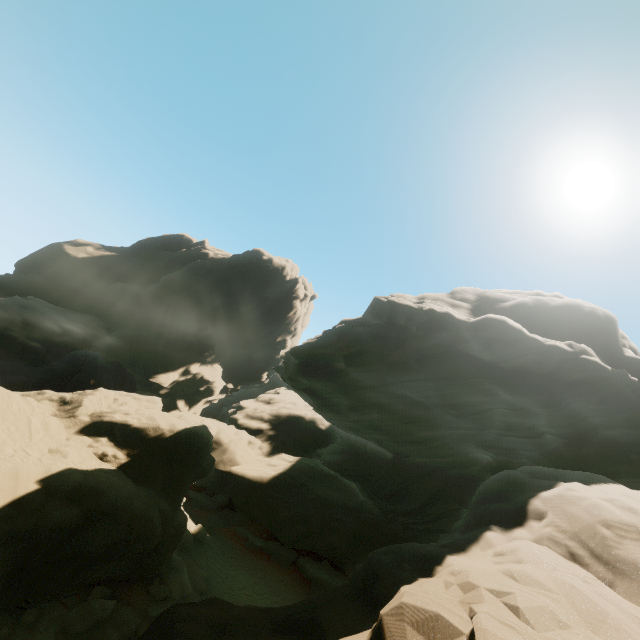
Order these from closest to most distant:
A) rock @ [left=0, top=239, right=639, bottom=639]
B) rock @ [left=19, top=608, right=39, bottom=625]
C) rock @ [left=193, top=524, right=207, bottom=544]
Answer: rock @ [left=0, top=239, right=639, bottom=639] < rock @ [left=19, top=608, right=39, bottom=625] < rock @ [left=193, top=524, right=207, bottom=544]

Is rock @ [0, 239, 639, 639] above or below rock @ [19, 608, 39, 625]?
above

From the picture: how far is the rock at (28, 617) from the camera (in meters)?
10.26

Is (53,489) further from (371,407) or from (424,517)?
(424,517)

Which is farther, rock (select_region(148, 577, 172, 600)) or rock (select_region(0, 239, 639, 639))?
rock (select_region(148, 577, 172, 600))

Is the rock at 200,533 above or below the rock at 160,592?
below
